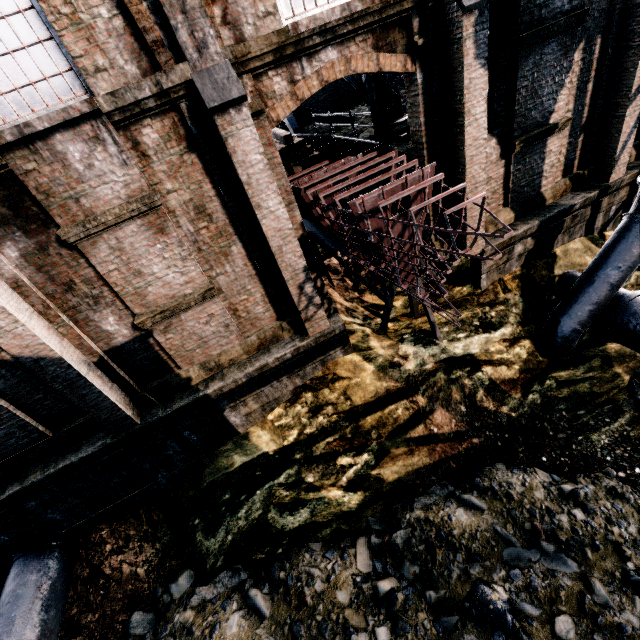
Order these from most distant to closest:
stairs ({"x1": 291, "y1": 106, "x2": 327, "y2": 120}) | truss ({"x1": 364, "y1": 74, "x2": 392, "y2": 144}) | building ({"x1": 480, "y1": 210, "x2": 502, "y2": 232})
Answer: stairs ({"x1": 291, "y1": 106, "x2": 327, "y2": 120}) < truss ({"x1": 364, "y1": 74, "x2": 392, "y2": 144}) < building ({"x1": 480, "y1": 210, "x2": 502, "y2": 232})

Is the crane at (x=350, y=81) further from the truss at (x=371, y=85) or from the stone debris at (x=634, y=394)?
the stone debris at (x=634, y=394)

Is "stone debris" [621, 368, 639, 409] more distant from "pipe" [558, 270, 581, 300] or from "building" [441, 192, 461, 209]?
"building" [441, 192, 461, 209]

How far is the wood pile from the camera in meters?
10.6 m

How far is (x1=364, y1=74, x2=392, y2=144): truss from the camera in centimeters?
1156cm

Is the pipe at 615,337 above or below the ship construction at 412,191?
below

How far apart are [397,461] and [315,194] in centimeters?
912cm

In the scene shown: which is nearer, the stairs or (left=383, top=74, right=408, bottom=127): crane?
(left=383, top=74, right=408, bottom=127): crane
